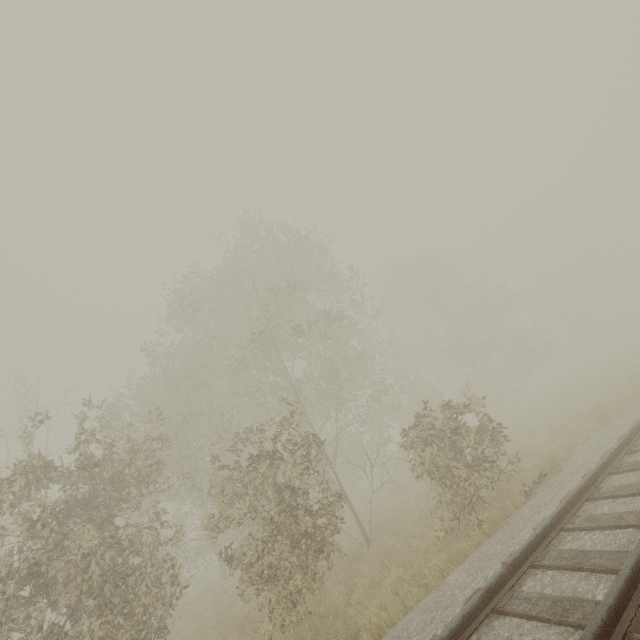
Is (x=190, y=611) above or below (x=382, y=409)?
below
